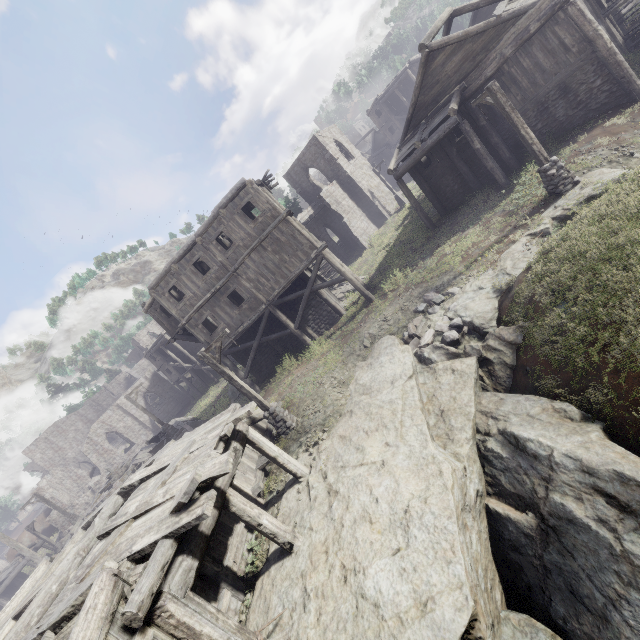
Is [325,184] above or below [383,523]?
above

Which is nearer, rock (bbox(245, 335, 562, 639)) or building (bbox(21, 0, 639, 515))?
rock (bbox(245, 335, 562, 639))

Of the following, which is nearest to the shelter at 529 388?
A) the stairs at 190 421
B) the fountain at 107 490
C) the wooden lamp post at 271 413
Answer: the wooden lamp post at 271 413

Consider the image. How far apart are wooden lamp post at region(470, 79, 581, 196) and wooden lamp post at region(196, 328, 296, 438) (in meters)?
12.77

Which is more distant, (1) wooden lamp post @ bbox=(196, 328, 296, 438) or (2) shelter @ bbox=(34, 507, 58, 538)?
(2) shelter @ bbox=(34, 507, 58, 538)

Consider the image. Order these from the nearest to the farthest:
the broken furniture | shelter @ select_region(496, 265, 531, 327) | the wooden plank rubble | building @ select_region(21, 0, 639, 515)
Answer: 1. shelter @ select_region(496, 265, 531, 327)
2. building @ select_region(21, 0, 639, 515)
3. the wooden plank rubble
4. the broken furniture

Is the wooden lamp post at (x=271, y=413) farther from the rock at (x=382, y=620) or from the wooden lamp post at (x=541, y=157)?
the wooden lamp post at (x=541, y=157)

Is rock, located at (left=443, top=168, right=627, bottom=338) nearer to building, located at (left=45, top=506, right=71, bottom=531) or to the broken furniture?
building, located at (left=45, top=506, right=71, bottom=531)
